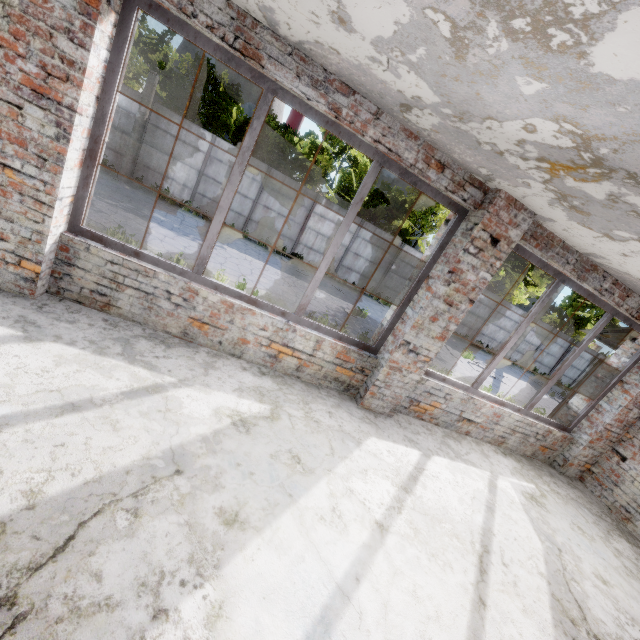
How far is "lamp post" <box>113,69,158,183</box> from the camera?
13.4m

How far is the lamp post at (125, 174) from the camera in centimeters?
1341cm

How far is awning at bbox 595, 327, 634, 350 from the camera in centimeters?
675cm

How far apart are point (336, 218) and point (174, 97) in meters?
10.3 m

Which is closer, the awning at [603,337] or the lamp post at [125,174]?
the awning at [603,337]

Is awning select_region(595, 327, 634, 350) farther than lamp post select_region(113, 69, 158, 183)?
No
